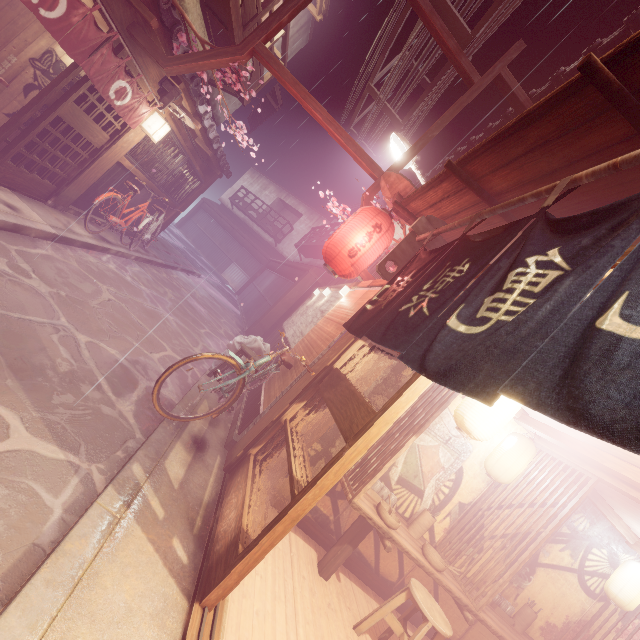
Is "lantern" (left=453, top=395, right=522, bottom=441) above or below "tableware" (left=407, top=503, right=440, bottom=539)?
above

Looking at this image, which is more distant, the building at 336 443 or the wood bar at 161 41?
the wood bar at 161 41

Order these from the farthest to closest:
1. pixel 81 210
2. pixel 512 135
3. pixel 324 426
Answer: pixel 81 210
pixel 324 426
pixel 512 135

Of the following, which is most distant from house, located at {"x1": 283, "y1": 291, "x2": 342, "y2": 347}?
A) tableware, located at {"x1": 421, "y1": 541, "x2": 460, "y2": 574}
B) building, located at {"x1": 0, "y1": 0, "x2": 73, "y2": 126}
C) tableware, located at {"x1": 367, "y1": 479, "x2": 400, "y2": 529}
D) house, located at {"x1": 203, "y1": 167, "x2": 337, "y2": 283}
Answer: house, located at {"x1": 203, "y1": 167, "x2": 337, "y2": 283}

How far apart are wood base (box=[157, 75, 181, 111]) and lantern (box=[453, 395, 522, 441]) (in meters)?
12.47

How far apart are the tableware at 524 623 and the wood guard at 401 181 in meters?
9.4

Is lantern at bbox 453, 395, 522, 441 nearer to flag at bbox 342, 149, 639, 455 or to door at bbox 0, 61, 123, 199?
flag at bbox 342, 149, 639, 455

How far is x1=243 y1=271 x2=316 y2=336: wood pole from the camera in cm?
2050
